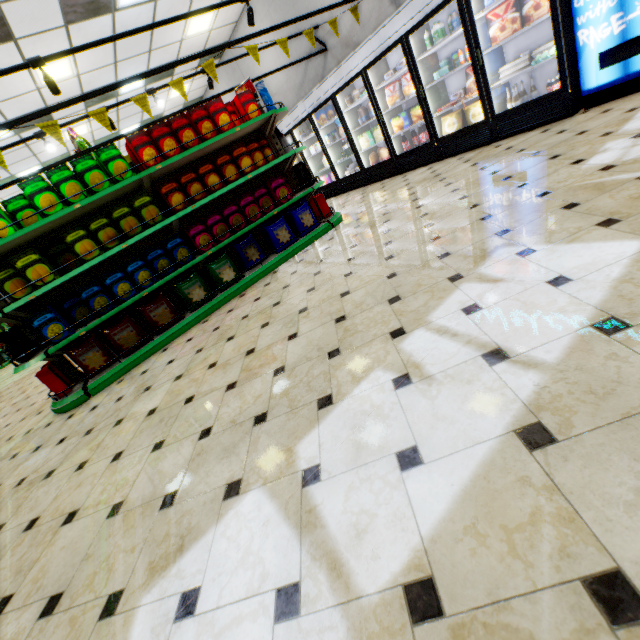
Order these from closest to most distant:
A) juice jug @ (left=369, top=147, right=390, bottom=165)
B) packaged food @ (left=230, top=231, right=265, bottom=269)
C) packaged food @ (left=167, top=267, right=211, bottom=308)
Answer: packaged food @ (left=167, top=267, right=211, bottom=308), packaged food @ (left=230, top=231, right=265, bottom=269), juice jug @ (left=369, top=147, right=390, bottom=165)

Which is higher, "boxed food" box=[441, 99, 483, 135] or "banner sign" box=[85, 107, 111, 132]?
"banner sign" box=[85, 107, 111, 132]

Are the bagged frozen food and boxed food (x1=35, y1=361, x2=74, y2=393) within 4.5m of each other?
no

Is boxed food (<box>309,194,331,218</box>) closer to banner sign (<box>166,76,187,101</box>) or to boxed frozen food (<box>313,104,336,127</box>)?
banner sign (<box>166,76,187,101</box>)

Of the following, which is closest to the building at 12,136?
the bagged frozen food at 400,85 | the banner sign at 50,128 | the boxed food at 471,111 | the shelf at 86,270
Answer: the shelf at 86,270

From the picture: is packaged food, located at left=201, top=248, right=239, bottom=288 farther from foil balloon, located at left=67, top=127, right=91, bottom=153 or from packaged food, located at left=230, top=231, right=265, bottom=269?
foil balloon, located at left=67, top=127, right=91, bottom=153

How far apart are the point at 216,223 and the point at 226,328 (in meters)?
1.71

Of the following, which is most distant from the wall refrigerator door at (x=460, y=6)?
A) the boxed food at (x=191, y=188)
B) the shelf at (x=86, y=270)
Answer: the boxed food at (x=191, y=188)
